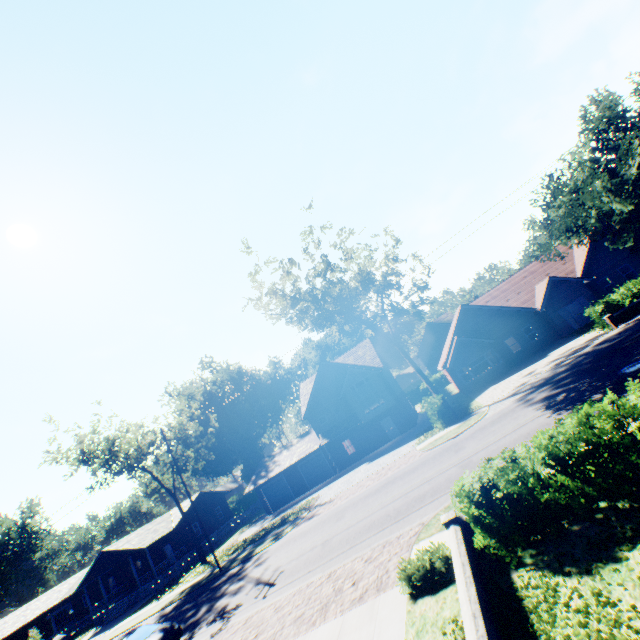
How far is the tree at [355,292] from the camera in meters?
24.3

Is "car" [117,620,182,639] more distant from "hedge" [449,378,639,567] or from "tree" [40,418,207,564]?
"tree" [40,418,207,564]

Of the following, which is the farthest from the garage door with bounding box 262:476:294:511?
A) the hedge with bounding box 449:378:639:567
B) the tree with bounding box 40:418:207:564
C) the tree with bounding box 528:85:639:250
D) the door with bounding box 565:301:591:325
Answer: the door with bounding box 565:301:591:325

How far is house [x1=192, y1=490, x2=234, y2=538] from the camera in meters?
44.0 m

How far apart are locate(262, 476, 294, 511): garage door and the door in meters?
34.0 m

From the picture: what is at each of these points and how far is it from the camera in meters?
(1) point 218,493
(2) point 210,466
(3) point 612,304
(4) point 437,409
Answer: (1) house, 48.9 m
(2) plant, 54.7 m
(3) hedge, 22.1 m
(4) hedge, 24.0 m

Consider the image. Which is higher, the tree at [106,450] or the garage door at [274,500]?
the tree at [106,450]

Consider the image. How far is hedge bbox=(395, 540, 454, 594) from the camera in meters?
8.3
